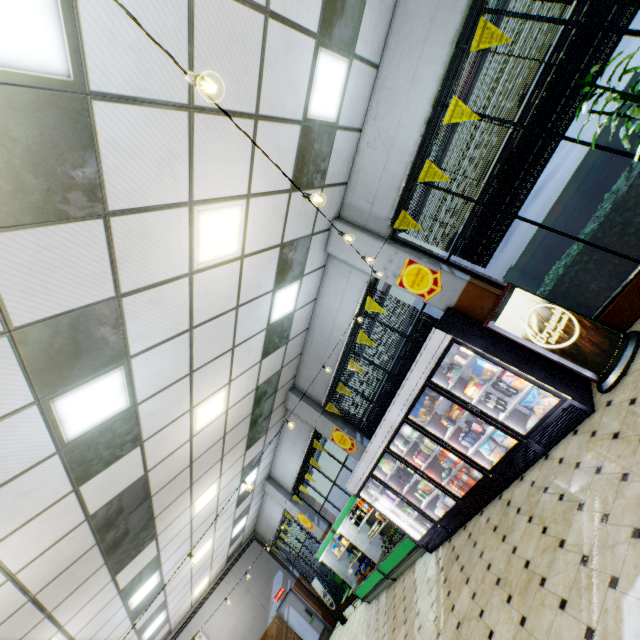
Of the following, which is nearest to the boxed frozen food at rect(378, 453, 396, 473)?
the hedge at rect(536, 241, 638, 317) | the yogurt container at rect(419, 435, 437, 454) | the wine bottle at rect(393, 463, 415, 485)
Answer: the wine bottle at rect(393, 463, 415, 485)

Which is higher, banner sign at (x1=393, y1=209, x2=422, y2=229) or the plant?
banner sign at (x1=393, y1=209, x2=422, y2=229)

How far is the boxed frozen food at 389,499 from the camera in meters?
7.4 m

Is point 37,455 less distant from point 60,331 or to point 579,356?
point 60,331

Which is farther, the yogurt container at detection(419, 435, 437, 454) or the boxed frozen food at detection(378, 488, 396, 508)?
the boxed frozen food at detection(378, 488, 396, 508)

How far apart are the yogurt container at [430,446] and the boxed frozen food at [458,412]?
0.7m

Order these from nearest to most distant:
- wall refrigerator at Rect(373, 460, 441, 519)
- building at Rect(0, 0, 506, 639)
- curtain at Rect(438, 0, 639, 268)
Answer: building at Rect(0, 0, 506, 639)
curtain at Rect(438, 0, 639, 268)
wall refrigerator at Rect(373, 460, 441, 519)

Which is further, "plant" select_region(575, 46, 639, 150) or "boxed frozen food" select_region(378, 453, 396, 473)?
"boxed frozen food" select_region(378, 453, 396, 473)
